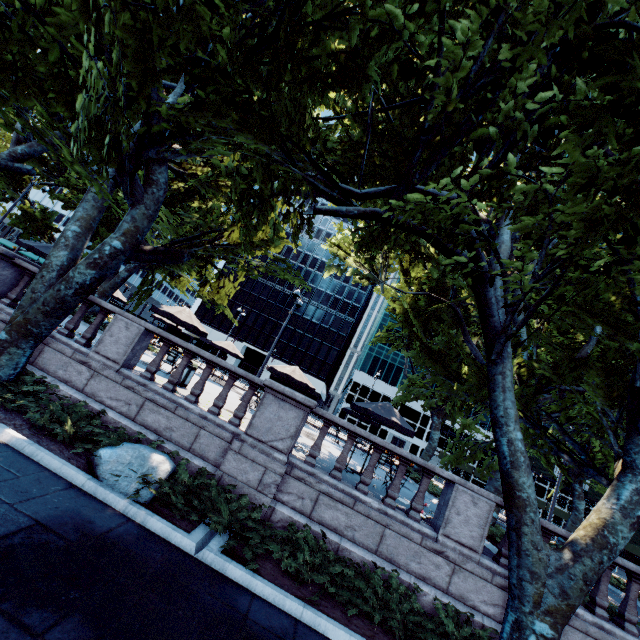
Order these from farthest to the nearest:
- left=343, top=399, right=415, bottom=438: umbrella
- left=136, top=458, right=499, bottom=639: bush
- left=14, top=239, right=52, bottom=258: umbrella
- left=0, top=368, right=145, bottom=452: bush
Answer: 1. left=14, top=239, right=52, bottom=258: umbrella
2. left=343, top=399, right=415, bottom=438: umbrella
3. left=0, top=368, right=145, bottom=452: bush
4. left=136, top=458, right=499, bottom=639: bush

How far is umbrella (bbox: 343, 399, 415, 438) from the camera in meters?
11.8

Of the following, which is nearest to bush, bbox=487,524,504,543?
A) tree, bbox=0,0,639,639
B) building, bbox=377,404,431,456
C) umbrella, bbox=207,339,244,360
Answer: tree, bbox=0,0,639,639

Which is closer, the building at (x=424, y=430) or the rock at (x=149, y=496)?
the rock at (x=149, y=496)

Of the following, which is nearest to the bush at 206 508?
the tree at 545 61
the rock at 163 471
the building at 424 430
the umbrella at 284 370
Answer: the rock at 163 471

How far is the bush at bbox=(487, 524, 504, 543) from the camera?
11.2m

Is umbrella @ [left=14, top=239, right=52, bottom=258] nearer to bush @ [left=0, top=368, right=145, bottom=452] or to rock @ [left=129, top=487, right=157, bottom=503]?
bush @ [left=0, top=368, right=145, bottom=452]

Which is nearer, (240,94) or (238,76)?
(240,94)
